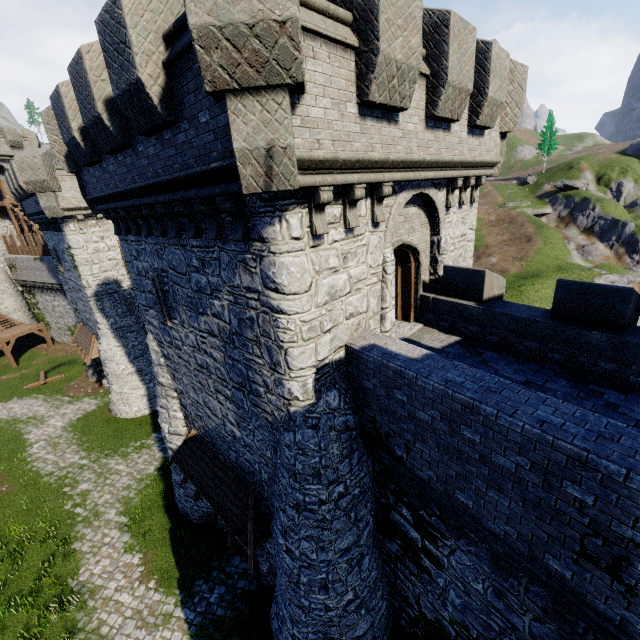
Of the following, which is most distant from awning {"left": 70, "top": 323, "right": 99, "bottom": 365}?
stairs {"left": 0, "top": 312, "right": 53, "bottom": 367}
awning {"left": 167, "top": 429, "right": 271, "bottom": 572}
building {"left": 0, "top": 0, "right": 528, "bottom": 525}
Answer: awning {"left": 167, "top": 429, "right": 271, "bottom": 572}

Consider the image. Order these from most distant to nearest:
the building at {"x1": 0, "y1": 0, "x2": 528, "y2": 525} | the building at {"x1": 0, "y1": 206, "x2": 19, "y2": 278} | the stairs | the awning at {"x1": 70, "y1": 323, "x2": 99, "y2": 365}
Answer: the building at {"x1": 0, "y1": 206, "x2": 19, "y2": 278} < the stairs < the awning at {"x1": 70, "y1": 323, "x2": 99, "y2": 365} < the building at {"x1": 0, "y1": 0, "x2": 528, "y2": 525}

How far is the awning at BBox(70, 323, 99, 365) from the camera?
22.7m

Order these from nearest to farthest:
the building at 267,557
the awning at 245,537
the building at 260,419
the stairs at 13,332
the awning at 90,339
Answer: the building at 260,419 < the awning at 245,537 < the building at 267,557 < the awning at 90,339 < the stairs at 13,332

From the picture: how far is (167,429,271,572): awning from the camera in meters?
9.9

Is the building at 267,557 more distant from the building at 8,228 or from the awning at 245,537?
the building at 8,228

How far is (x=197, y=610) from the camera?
11.73m

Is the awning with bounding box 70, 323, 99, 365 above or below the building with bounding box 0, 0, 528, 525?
below
